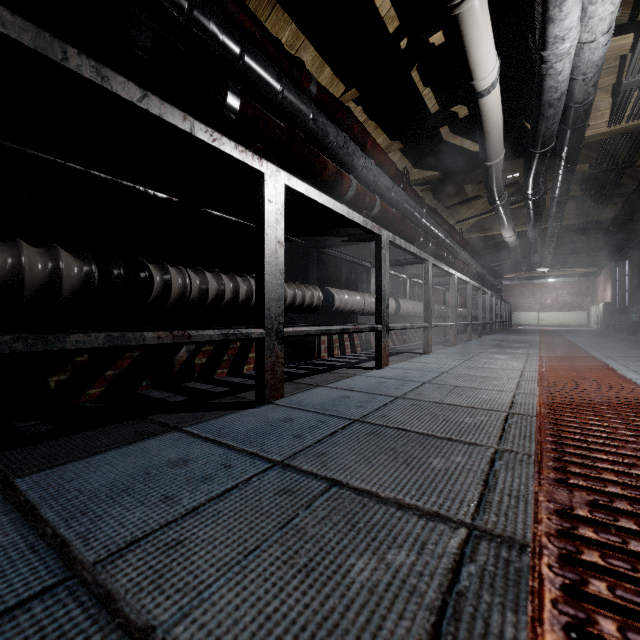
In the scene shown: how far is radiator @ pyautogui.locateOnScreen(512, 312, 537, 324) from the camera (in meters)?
13.81

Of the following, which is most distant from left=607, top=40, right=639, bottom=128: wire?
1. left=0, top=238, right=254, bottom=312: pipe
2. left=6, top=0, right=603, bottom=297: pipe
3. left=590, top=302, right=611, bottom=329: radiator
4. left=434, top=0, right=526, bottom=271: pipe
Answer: left=590, top=302, right=611, bottom=329: radiator

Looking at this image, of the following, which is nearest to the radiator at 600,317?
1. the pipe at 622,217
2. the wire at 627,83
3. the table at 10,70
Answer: the pipe at 622,217

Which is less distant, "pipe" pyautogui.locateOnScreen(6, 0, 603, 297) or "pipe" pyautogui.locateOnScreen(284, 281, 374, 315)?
A: "pipe" pyautogui.locateOnScreen(6, 0, 603, 297)

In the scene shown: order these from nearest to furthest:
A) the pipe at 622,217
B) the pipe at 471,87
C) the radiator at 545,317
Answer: the pipe at 471,87 → the pipe at 622,217 → the radiator at 545,317

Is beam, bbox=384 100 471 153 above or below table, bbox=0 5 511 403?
above

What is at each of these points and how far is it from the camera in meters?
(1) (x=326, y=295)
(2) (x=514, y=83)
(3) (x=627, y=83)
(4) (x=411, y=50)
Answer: (1) pipe, 2.1 m
(2) beam, 2.7 m
(3) wire, 2.3 m
(4) beam, 2.2 m

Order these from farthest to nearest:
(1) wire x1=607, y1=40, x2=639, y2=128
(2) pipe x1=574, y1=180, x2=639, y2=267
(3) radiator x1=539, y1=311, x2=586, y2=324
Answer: (3) radiator x1=539, y1=311, x2=586, y2=324
(2) pipe x1=574, y1=180, x2=639, y2=267
(1) wire x1=607, y1=40, x2=639, y2=128
